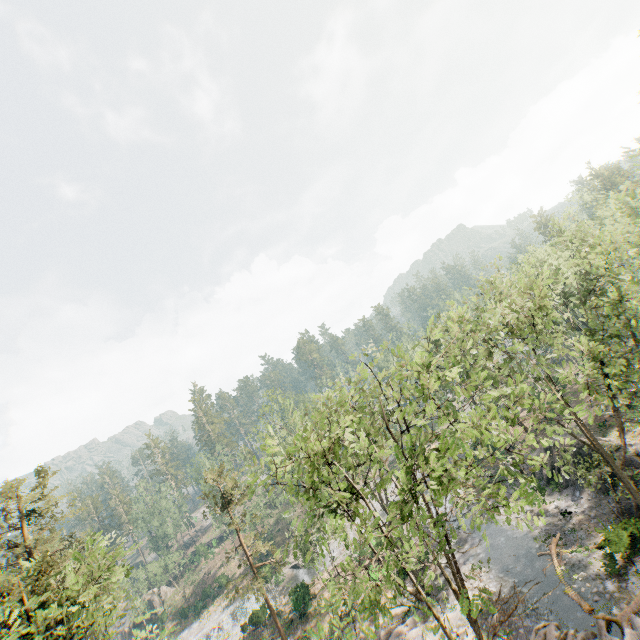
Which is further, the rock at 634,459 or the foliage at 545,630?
the rock at 634,459

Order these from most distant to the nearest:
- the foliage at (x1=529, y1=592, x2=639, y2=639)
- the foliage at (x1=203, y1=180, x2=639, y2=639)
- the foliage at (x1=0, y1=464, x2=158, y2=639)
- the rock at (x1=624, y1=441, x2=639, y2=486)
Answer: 1. the rock at (x1=624, y1=441, x2=639, y2=486)
2. the foliage at (x1=529, y1=592, x2=639, y2=639)
3. the foliage at (x1=0, y1=464, x2=158, y2=639)
4. the foliage at (x1=203, y1=180, x2=639, y2=639)

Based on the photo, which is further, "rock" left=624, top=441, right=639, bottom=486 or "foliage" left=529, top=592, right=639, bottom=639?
"rock" left=624, top=441, right=639, bottom=486

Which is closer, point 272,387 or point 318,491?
point 318,491

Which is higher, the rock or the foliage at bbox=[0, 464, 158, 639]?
the foliage at bbox=[0, 464, 158, 639]

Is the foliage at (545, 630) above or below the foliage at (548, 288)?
below

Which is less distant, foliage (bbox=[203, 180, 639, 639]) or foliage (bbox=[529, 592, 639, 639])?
foliage (bbox=[203, 180, 639, 639])
